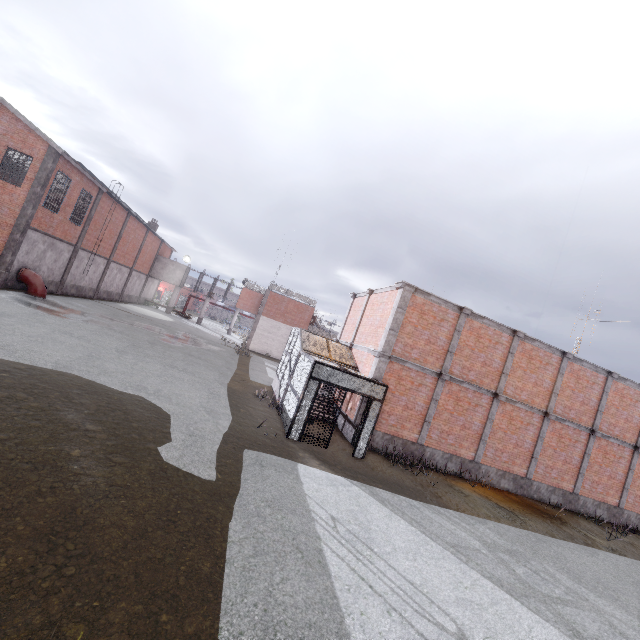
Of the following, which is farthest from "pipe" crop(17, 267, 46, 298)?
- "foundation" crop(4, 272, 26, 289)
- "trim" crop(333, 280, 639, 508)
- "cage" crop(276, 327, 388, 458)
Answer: "trim" crop(333, 280, 639, 508)

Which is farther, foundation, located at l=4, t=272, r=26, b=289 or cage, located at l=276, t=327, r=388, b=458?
foundation, located at l=4, t=272, r=26, b=289

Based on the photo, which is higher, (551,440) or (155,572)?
(551,440)

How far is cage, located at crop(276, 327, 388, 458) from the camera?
11.40m

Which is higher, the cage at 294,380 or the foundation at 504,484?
the cage at 294,380

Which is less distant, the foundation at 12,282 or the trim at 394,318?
the trim at 394,318

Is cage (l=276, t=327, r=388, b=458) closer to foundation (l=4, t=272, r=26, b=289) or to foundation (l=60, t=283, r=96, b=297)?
foundation (l=60, t=283, r=96, b=297)

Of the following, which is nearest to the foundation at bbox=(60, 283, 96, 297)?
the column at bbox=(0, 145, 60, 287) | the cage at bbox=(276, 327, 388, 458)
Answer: the column at bbox=(0, 145, 60, 287)
